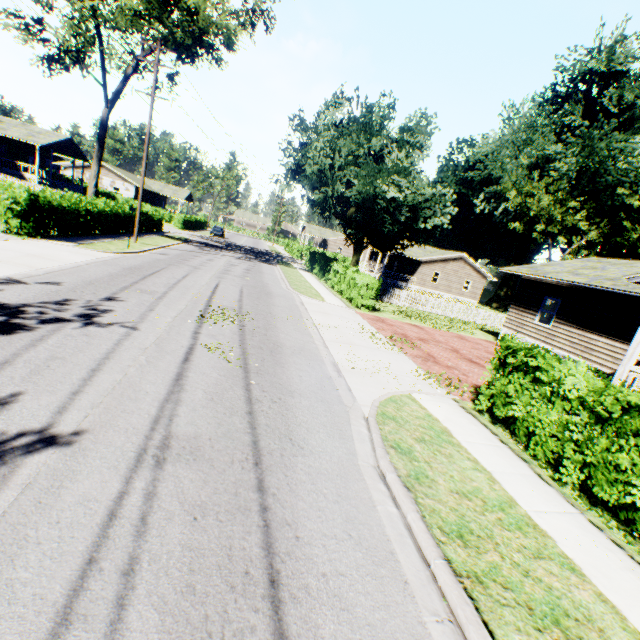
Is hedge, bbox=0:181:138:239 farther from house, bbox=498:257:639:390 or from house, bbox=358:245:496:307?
house, bbox=358:245:496:307

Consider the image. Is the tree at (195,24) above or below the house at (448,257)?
above

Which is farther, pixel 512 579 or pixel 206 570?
pixel 512 579

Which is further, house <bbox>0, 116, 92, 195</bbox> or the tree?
house <bbox>0, 116, 92, 195</bbox>

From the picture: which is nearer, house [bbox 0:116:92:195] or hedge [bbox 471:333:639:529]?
hedge [bbox 471:333:639:529]

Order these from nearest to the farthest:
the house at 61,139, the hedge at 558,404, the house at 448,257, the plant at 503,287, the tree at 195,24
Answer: the hedge at 558,404
the tree at 195,24
the house at 61,139
the house at 448,257
the plant at 503,287

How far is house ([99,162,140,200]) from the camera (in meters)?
51.09

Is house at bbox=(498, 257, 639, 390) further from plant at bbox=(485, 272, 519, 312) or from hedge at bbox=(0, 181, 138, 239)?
plant at bbox=(485, 272, 519, 312)
